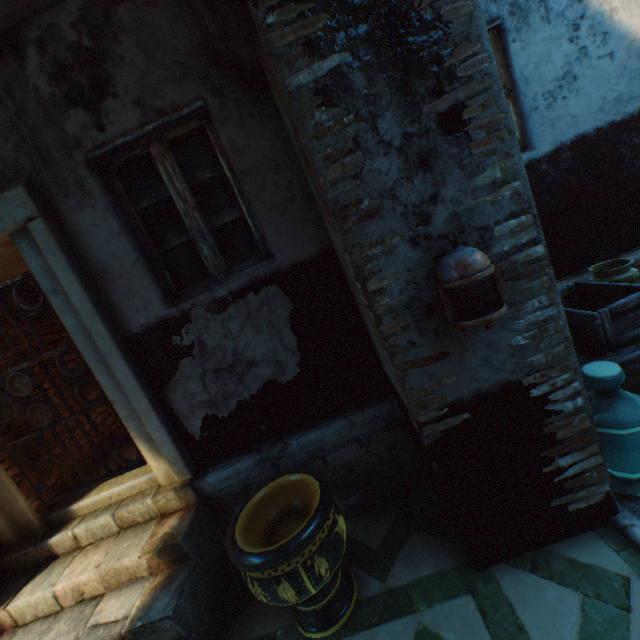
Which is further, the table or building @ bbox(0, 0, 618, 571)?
the table

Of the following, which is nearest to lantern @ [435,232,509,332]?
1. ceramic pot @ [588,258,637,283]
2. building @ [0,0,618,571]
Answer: building @ [0,0,618,571]

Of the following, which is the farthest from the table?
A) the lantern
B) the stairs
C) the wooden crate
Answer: the stairs

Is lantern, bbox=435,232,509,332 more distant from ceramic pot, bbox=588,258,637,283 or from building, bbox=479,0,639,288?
ceramic pot, bbox=588,258,637,283

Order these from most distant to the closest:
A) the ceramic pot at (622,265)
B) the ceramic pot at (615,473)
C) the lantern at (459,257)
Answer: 1. the ceramic pot at (622,265)
2. the ceramic pot at (615,473)
3. the lantern at (459,257)

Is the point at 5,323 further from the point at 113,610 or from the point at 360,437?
the point at 360,437

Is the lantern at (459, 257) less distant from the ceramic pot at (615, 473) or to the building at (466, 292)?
the building at (466, 292)

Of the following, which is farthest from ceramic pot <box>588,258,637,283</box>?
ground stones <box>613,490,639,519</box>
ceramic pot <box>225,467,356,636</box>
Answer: ceramic pot <box>225,467,356,636</box>
